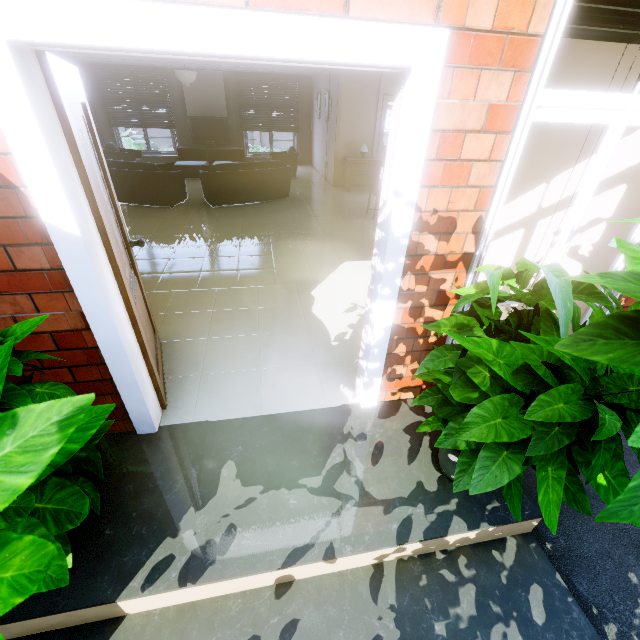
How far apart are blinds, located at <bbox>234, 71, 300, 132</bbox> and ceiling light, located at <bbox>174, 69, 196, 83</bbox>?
4.2m

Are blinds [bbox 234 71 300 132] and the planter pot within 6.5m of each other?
no

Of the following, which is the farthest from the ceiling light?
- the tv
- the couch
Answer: the tv

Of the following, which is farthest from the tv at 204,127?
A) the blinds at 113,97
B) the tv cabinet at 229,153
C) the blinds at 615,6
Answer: the blinds at 615,6

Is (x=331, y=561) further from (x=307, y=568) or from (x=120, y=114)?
(x=120, y=114)

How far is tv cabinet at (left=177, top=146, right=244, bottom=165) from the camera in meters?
11.0 m

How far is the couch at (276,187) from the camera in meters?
6.5

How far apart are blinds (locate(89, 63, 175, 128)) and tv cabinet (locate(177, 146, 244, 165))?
0.6 meters
